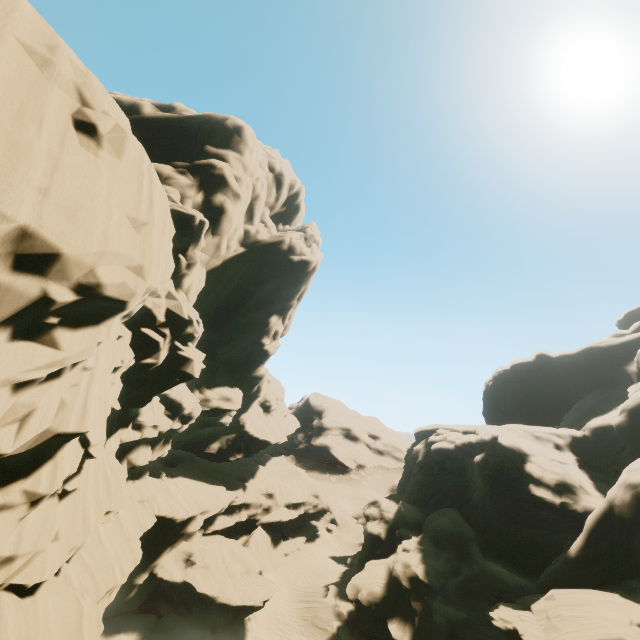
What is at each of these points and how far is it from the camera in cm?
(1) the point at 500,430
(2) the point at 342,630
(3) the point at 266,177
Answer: (1) rock, 3183
(2) rock, 2703
(3) rock, 3366

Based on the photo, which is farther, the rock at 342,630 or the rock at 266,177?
the rock at 342,630

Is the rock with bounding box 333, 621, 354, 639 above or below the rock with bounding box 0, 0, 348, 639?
below

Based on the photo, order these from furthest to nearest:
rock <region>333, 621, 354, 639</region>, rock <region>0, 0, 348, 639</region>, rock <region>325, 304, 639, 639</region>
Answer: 1. rock <region>333, 621, 354, 639</region>
2. rock <region>325, 304, 639, 639</region>
3. rock <region>0, 0, 348, 639</region>

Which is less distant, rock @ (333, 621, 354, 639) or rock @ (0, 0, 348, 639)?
rock @ (0, 0, 348, 639)
